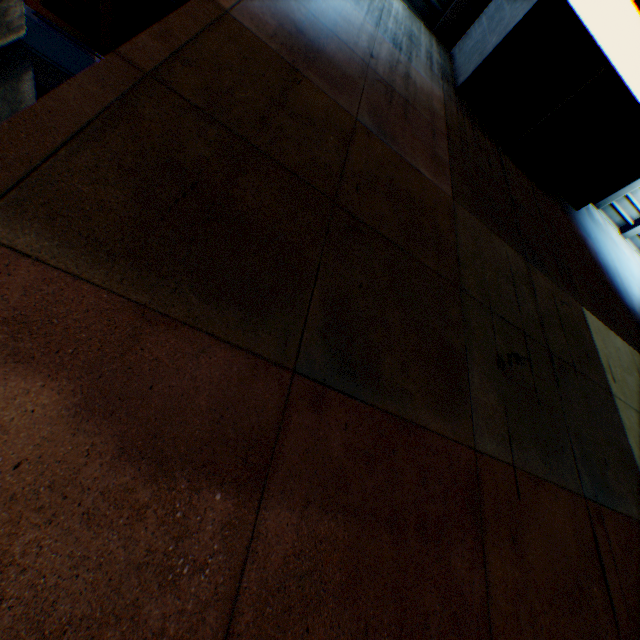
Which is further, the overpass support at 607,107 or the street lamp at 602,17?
the overpass support at 607,107

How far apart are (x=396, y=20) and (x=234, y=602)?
8.50m

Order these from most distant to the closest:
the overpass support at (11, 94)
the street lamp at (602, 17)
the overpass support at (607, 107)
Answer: the overpass support at (11, 94)
the overpass support at (607, 107)
the street lamp at (602, 17)

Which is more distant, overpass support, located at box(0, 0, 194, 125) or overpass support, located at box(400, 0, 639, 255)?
overpass support, located at box(0, 0, 194, 125)

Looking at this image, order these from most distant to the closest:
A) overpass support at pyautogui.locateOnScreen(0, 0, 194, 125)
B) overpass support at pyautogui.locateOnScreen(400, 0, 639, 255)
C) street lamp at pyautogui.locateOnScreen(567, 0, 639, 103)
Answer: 1. overpass support at pyautogui.locateOnScreen(0, 0, 194, 125)
2. overpass support at pyautogui.locateOnScreen(400, 0, 639, 255)
3. street lamp at pyautogui.locateOnScreen(567, 0, 639, 103)

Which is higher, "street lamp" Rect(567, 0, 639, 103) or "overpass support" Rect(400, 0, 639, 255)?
"overpass support" Rect(400, 0, 639, 255)

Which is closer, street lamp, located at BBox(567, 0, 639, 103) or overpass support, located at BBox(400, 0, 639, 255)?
street lamp, located at BBox(567, 0, 639, 103)
